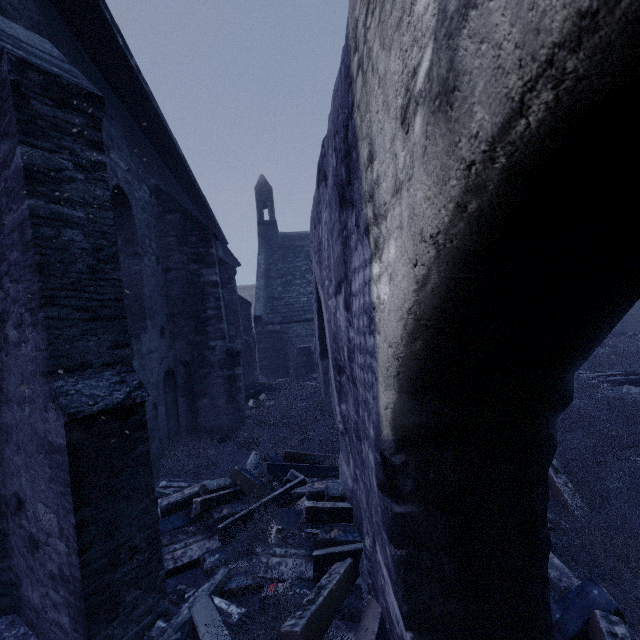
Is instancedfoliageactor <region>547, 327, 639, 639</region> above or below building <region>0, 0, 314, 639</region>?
below

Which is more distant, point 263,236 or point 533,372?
point 263,236

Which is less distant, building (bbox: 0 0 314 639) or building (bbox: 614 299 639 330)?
building (bbox: 0 0 314 639)

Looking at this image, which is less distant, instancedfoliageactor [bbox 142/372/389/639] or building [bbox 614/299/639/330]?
instancedfoliageactor [bbox 142/372/389/639]

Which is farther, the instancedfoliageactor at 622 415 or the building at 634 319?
the building at 634 319

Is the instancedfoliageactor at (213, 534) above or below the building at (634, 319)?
below
